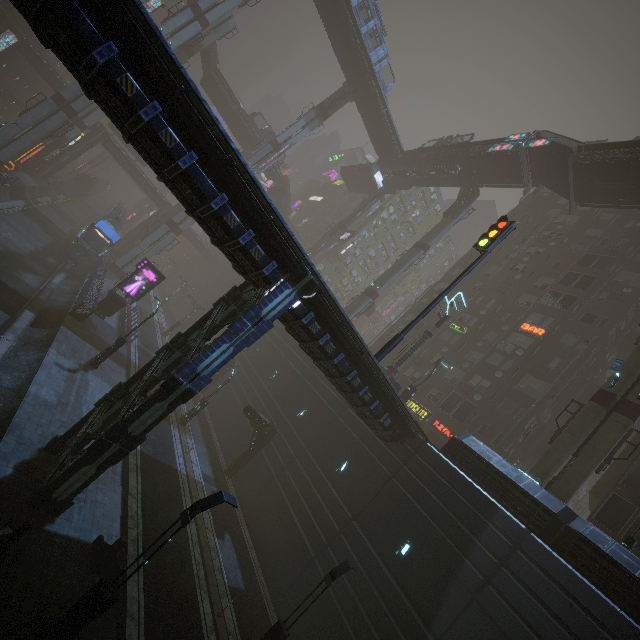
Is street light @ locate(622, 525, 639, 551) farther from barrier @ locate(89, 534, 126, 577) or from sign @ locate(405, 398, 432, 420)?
barrier @ locate(89, 534, 126, 577)

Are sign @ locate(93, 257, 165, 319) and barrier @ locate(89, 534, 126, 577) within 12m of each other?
no

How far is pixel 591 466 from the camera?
17.66m

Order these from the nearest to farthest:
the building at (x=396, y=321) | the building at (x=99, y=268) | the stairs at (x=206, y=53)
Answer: the building at (x=99, y=268) → the building at (x=396, y=321) → the stairs at (x=206, y=53)

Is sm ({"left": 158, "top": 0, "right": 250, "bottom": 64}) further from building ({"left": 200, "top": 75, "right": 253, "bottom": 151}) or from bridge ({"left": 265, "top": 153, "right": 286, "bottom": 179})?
building ({"left": 200, "top": 75, "right": 253, "bottom": 151})

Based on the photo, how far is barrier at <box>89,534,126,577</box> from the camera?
10.43m

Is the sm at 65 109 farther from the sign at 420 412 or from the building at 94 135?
the sign at 420 412

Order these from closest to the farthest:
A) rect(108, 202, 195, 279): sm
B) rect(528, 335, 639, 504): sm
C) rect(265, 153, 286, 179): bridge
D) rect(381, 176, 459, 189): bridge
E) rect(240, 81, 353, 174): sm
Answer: rect(528, 335, 639, 504): sm → rect(108, 202, 195, 279): sm → rect(381, 176, 459, 189): bridge → rect(240, 81, 353, 174): sm → rect(265, 153, 286, 179): bridge
